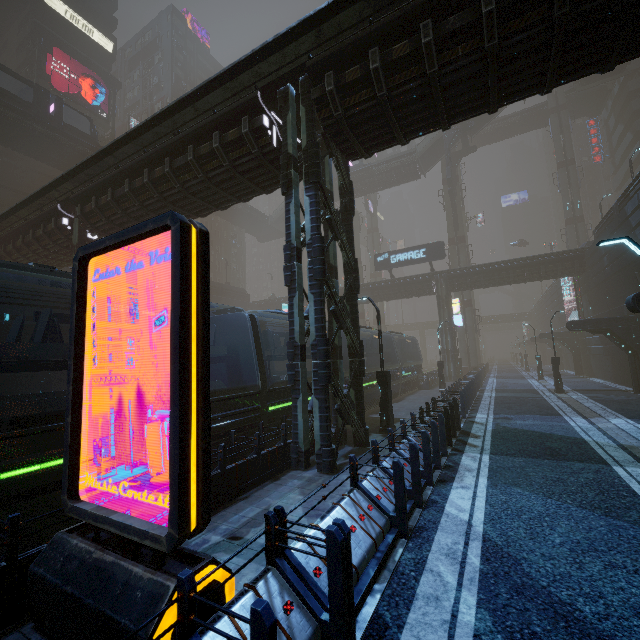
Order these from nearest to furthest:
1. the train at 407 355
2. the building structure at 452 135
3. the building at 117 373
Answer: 1. the building at 117 373
2. the train at 407 355
3. the building structure at 452 135

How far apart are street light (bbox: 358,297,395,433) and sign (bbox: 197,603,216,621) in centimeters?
956cm

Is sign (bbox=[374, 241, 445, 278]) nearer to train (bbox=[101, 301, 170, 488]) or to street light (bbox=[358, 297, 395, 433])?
train (bbox=[101, 301, 170, 488])

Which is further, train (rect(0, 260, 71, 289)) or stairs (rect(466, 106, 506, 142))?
stairs (rect(466, 106, 506, 142))

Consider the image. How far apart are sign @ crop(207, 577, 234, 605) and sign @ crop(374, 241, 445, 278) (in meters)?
33.24

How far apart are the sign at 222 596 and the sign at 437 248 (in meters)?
33.24

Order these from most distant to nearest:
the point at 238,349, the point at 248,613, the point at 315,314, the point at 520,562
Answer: the point at 238,349 → the point at 315,314 → the point at 520,562 → the point at 248,613

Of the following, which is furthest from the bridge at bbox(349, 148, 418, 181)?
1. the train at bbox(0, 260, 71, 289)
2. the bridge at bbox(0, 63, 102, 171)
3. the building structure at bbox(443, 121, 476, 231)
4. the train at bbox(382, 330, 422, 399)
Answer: the train at bbox(0, 260, 71, 289)
